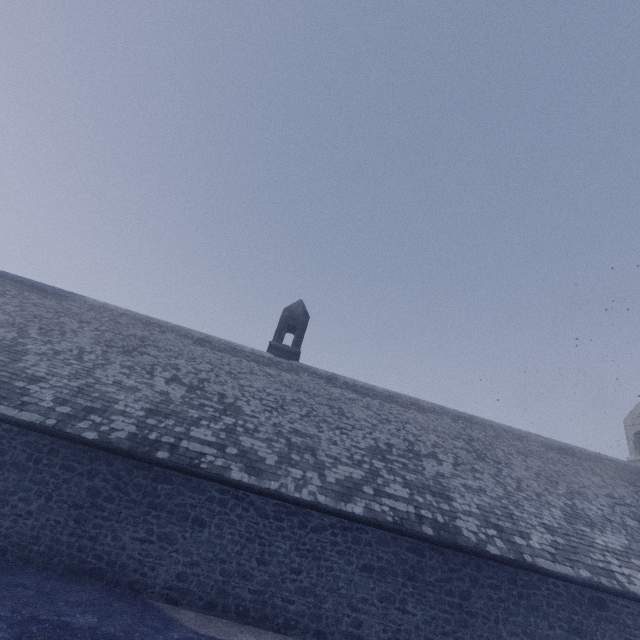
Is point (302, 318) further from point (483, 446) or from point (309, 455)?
point (483, 446)
